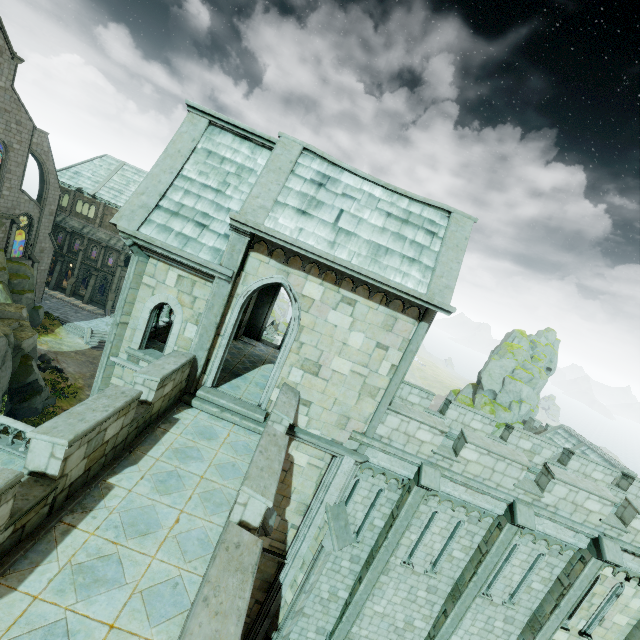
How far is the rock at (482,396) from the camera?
45.8m

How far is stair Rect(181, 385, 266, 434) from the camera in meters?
10.0 m

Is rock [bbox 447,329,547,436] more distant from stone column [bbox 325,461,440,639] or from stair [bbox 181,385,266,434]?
stair [bbox 181,385,266,434]

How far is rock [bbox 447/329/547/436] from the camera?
45.8m

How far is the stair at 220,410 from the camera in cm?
995

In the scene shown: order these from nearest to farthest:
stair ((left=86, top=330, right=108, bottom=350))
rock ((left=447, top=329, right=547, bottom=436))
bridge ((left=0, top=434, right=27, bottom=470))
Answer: bridge ((left=0, top=434, right=27, bottom=470))
stair ((left=86, top=330, right=108, bottom=350))
rock ((left=447, top=329, right=547, bottom=436))

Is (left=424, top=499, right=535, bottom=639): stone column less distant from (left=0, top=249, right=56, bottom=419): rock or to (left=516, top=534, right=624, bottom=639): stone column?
(left=516, top=534, right=624, bottom=639): stone column

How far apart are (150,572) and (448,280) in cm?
941
